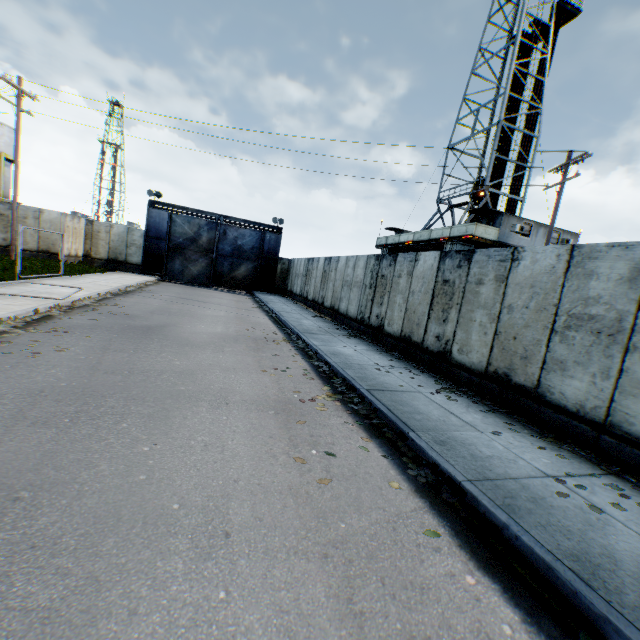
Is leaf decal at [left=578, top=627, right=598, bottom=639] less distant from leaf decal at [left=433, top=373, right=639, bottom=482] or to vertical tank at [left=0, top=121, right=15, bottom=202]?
leaf decal at [left=433, top=373, right=639, bottom=482]

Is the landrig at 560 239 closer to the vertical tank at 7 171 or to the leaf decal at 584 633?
the leaf decal at 584 633

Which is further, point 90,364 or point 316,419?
point 90,364

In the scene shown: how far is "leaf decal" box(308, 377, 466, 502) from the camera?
3.83m

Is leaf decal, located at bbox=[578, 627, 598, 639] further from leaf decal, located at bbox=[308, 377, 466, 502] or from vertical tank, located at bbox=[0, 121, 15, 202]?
vertical tank, located at bbox=[0, 121, 15, 202]

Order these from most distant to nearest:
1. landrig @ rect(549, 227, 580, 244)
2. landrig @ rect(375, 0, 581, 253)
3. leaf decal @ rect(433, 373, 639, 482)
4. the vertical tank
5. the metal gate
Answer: the vertical tank → the metal gate → landrig @ rect(549, 227, 580, 244) → landrig @ rect(375, 0, 581, 253) → leaf decal @ rect(433, 373, 639, 482)

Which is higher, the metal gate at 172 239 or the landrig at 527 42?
the landrig at 527 42

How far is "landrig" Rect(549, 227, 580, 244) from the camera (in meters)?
21.72
